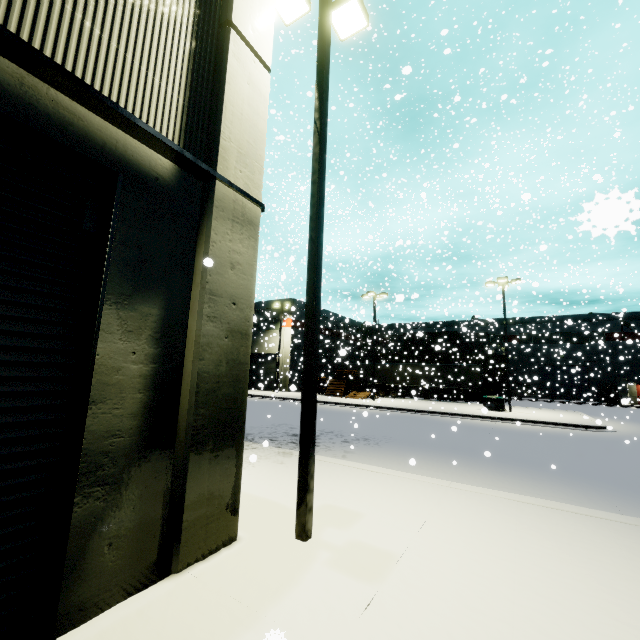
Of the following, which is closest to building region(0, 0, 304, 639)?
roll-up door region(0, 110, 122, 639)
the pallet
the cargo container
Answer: roll-up door region(0, 110, 122, 639)

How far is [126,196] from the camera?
3.54m

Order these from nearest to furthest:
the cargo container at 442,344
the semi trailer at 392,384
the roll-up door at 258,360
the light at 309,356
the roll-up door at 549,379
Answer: the light at 309,356 → the semi trailer at 392,384 → the cargo container at 442,344 → the roll-up door at 258,360 → the roll-up door at 549,379

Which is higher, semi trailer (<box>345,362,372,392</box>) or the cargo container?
the cargo container

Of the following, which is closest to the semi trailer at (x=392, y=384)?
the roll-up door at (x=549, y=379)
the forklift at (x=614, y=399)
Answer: the roll-up door at (x=549, y=379)

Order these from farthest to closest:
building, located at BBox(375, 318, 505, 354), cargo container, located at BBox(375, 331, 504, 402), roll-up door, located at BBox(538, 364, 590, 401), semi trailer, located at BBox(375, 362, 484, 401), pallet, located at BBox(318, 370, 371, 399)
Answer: roll-up door, located at BBox(538, 364, 590, 401), cargo container, located at BBox(375, 331, 504, 402), building, located at BBox(375, 318, 505, 354), semi trailer, located at BBox(375, 362, 484, 401), pallet, located at BBox(318, 370, 371, 399)

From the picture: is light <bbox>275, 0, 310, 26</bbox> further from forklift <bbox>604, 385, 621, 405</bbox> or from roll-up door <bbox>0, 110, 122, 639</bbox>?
forklift <bbox>604, 385, 621, 405</bbox>

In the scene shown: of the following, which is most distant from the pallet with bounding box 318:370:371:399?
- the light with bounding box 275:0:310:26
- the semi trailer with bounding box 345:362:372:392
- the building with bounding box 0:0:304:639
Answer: the light with bounding box 275:0:310:26
